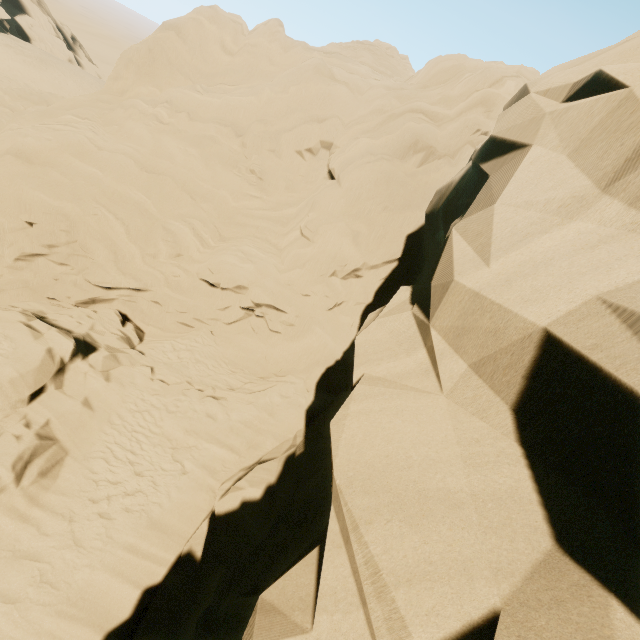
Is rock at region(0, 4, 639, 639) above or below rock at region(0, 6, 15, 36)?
above

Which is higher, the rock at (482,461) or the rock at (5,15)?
the rock at (482,461)

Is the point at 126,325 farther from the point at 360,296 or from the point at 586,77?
the point at 586,77

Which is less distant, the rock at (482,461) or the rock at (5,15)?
the rock at (482,461)

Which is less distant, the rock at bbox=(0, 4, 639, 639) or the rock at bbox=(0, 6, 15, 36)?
the rock at bbox=(0, 4, 639, 639)
